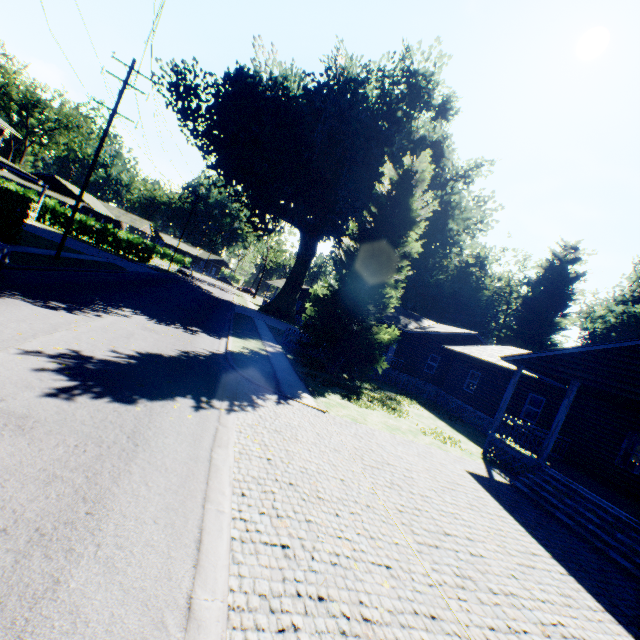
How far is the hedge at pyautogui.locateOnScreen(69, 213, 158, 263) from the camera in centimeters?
4069cm

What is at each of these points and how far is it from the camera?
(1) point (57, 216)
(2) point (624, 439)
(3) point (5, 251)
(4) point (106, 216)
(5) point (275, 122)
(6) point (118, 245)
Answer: (1) hedge, 39.69m
(2) house, 14.34m
(3) car, 10.43m
(4) house, 59.22m
(5) plant, 33.69m
(6) hedge, 41.62m

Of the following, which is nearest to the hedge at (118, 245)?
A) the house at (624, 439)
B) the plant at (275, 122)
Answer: the plant at (275, 122)

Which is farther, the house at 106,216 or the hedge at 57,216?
the house at 106,216

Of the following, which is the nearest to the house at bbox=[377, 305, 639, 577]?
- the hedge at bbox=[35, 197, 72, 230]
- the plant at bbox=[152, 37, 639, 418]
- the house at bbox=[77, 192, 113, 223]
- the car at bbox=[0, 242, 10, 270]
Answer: the plant at bbox=[152, 37, 639, 418]

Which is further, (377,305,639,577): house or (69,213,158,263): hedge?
(69,213,158,263): hedge

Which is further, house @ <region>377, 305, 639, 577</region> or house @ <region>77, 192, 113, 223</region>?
house @ <region>77, 192, 113, 223</region>
